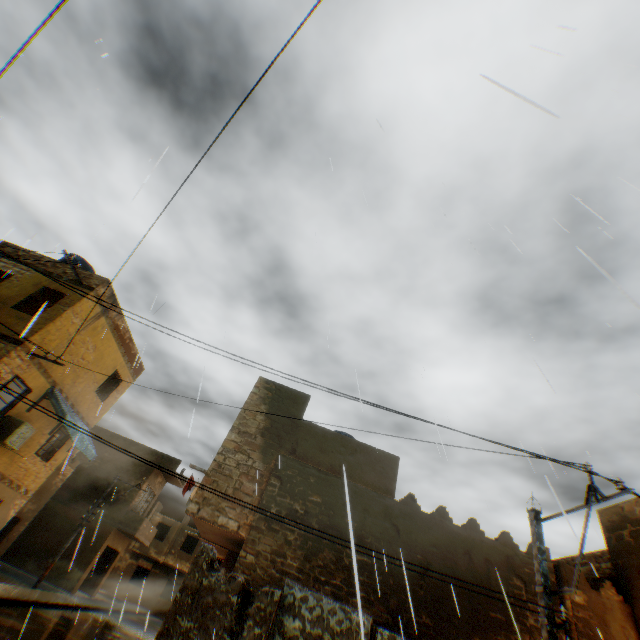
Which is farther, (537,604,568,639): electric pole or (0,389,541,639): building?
(0,389,541,639): building

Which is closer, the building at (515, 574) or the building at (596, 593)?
the building at (596, 593)

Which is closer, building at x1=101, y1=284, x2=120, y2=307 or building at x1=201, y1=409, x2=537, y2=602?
Answer: building at x1=201, y1=409, x2=537, y2=602

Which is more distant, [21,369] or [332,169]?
[21,369]

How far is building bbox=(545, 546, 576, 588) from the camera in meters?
9.2

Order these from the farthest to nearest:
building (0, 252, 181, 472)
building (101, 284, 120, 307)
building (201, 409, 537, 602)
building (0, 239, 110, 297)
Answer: building (101, 284, 120, 307) < building (0, 239, 110, 297) < building (0, 252, 181, 472) < building (201, 409, 537, 602)
